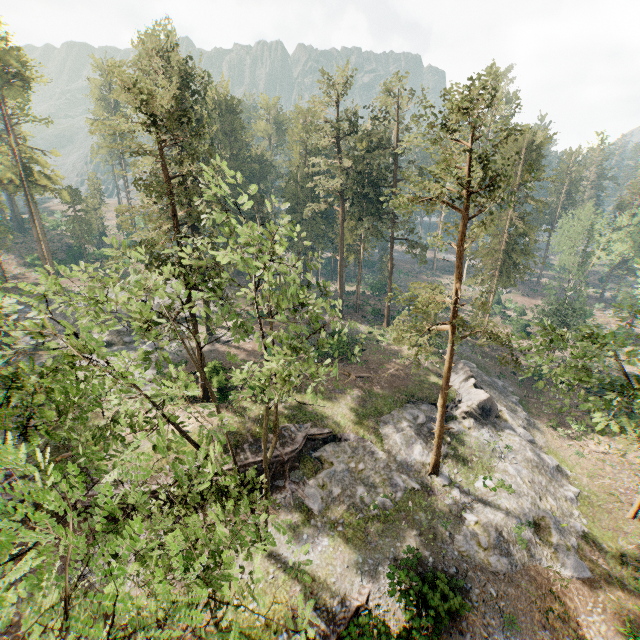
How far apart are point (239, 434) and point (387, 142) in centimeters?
3468cm

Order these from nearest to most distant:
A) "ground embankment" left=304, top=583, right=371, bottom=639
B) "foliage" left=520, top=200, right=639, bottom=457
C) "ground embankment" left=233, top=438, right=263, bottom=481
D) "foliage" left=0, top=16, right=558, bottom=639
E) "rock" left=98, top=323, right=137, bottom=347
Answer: "foliage" left=0, top=16, right=558, bottom=639 < "foliage" left=520, top=200, right=639, bottom=457 < "ground embankment" left=304, top=583, right=371, bottom=639 < "ground embankment" left=233, top=438, right=263, bottom=481 < "rock" left=98, top=323, right=137, bottom=347

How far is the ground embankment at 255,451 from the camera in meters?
22.3

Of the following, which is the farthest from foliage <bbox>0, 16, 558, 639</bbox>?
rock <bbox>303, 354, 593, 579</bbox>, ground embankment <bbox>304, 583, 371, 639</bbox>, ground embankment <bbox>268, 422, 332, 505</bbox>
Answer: ground embankment <bbox>268, 422, 332, 505</bbox>

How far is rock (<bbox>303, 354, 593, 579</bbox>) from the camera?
20.4m

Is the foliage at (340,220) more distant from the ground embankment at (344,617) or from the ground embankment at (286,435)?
the ground embankment at (286,435)

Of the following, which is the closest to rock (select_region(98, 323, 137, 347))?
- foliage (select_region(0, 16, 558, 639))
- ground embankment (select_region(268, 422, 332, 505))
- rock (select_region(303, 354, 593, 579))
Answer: foliage (select_region(0, 16, 558, 639))

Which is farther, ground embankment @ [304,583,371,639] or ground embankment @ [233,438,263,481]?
ground embankment @ [233,438,263,481]
